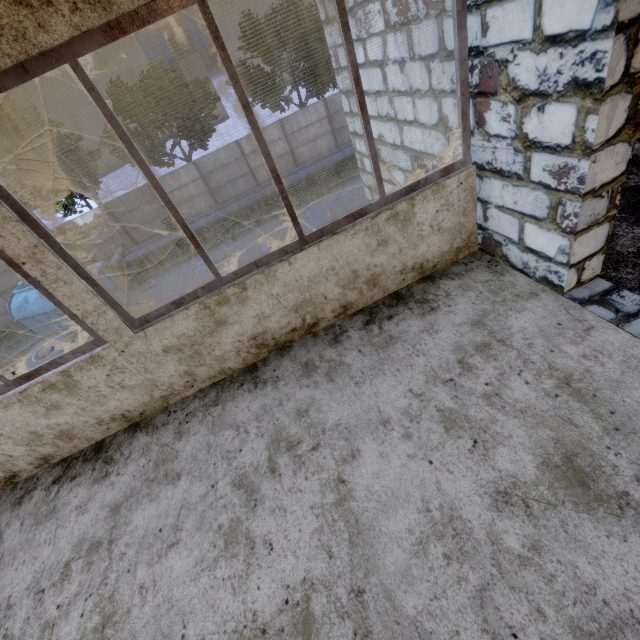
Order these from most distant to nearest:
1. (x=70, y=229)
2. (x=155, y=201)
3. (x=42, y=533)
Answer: (x=155, y=201)
(x=70, y=229)
(x=42, y=533)

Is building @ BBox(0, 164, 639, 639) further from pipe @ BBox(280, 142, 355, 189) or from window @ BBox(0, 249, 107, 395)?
pipe @ BBox(280, 142, 355, 189)

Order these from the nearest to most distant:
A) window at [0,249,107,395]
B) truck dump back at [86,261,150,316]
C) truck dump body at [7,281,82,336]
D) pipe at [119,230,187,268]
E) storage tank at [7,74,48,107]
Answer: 1. window at [0,249,107,395]
2. truck dump back at [86,261,150,316]
3. truck dump body at [7,281,82,336]
4. pipe at [119,230,187,268]
5. storage tank at [7,74,48,107]

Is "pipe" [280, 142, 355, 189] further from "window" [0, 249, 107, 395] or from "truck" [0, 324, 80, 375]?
"window" [0, 249, 107, 395]

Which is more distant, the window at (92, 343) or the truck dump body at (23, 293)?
the truck dump body at (23, 293)

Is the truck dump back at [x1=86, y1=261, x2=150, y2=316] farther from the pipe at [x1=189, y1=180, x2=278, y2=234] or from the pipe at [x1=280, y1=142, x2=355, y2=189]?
the pipe at [x1=189, y1=180, x2=278, y2=234]

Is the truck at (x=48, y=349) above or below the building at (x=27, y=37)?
below

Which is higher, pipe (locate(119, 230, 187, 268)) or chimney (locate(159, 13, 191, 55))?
chimney (locate(159, 13, 191, 55))
